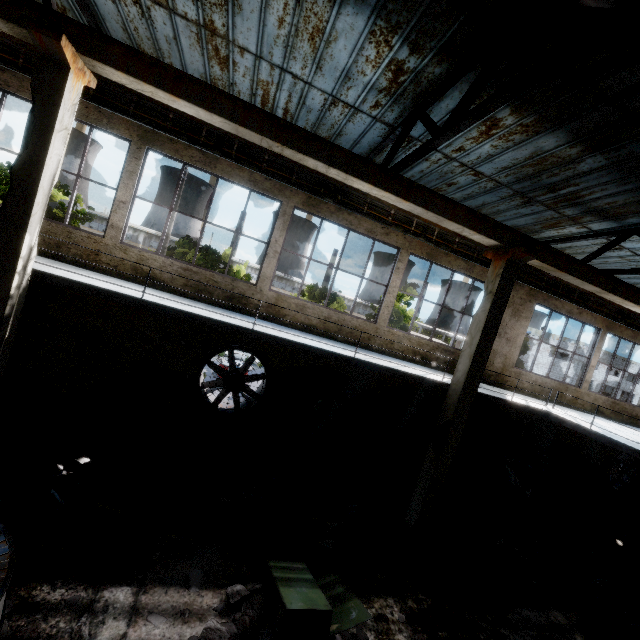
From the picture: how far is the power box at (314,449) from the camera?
9.86m

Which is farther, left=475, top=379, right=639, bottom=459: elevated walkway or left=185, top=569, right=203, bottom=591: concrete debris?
left=475, top=379, right=639, bottom=459: elevated walkway

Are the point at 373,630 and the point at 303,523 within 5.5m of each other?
yes

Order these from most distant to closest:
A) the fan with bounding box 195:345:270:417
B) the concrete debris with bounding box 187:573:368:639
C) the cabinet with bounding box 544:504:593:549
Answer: the cabinet with bounding box 544:504:593:549 → the fan with bounding box 195:345:270:417 → the concrete debris with bounding box 187:573:368:639

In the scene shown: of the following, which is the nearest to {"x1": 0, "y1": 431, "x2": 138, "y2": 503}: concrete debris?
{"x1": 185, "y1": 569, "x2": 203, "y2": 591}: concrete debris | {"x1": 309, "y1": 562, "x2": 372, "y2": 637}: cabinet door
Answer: {"x1": 185, "y1": 569, "x2": 203, "y2": 591}: concrete debris

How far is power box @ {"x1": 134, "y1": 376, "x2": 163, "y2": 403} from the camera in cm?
898

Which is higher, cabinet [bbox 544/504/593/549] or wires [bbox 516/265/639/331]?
wires [bbox 516/265/639/331]

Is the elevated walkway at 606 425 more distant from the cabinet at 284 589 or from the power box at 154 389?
the cabinet at 284 589
